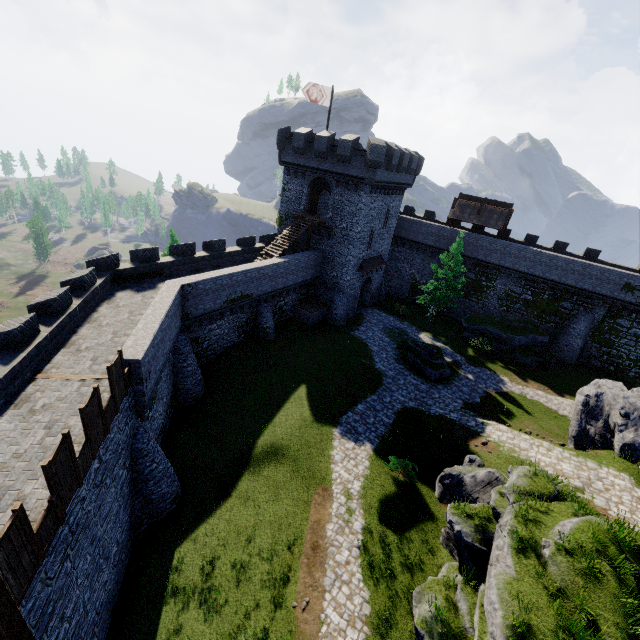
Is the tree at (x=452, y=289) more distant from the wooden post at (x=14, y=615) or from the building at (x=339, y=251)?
the wooden post at (x=14, y=615)

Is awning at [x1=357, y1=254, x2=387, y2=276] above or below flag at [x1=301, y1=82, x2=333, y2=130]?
below

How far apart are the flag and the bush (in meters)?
27.86

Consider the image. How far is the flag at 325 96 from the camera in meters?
27.2 m

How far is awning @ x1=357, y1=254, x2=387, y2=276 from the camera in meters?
33.5

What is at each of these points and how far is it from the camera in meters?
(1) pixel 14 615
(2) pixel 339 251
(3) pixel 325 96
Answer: (1) wooden post, 5.0 m
(2) building, 32.0 m
(3) flag, 28.2 m

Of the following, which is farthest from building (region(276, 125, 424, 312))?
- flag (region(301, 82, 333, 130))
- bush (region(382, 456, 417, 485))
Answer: bush (region(382, 456, 417, 485))

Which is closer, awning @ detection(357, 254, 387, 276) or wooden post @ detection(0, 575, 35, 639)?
wooden post @ detection(0, 575, 35, 639)
